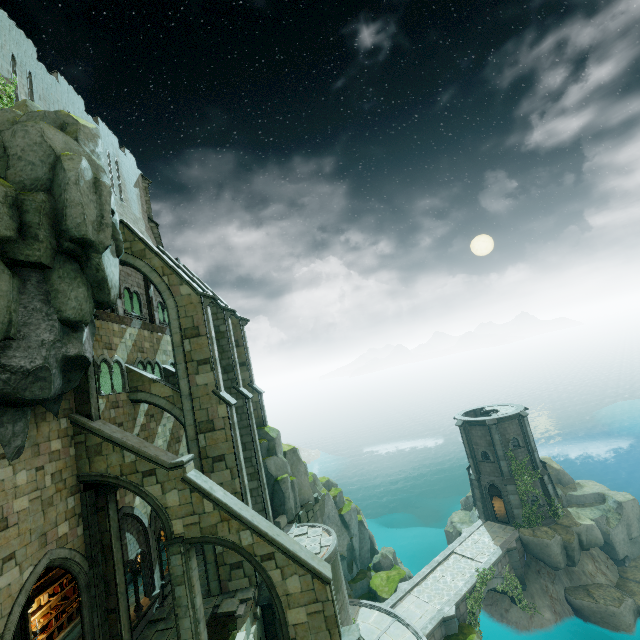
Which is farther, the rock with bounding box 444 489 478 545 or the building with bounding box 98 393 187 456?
the rock with bounding box 444 489 478 545

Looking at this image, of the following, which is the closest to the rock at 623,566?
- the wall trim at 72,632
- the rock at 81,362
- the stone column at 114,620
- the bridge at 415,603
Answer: the bridge at 415,603

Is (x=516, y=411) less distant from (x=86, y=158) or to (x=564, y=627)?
(x=564, y=627)

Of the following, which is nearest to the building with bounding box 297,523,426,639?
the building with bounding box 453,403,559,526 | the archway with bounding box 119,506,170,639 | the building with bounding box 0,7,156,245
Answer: the archway with bounding box 119,506,170,639

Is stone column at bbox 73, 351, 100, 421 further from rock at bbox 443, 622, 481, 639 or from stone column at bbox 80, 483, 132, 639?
rock at bbox 443, 622, 481, 639

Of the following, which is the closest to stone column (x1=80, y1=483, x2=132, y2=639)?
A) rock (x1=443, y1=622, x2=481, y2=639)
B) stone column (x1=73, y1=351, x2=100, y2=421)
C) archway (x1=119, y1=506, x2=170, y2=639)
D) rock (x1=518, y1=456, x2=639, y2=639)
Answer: archway (x1=119, y1=506, x2=170, y2=639)

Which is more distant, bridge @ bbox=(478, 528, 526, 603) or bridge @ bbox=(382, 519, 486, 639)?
bridge @ bbox=(478, 528, 526, 603)

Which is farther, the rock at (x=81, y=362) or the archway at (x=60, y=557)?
the rock at (x=81, y=362)
